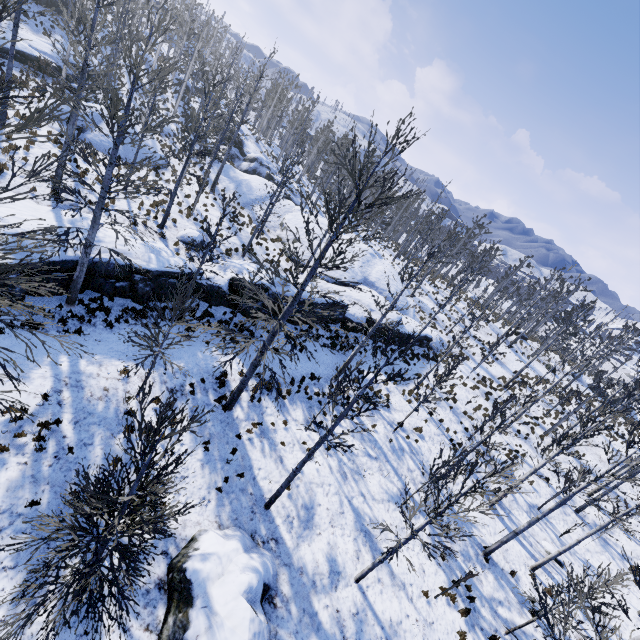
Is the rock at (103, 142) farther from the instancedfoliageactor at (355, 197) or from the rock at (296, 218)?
the rock at (296, 218)

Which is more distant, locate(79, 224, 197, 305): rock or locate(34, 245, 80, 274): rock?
locate(79, 224, 197, 305): rock

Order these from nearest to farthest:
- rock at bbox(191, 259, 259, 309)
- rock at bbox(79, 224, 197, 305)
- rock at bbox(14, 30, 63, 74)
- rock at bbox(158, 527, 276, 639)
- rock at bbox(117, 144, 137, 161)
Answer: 1. rock at bbox(158, 527, 276, 639)
2. rock at bbox(79, 224, 197, 305)
3. rock at bbox(191, 259, 259, 309)
4. rock at bbox(117, 144, 137, 161)
5. rock at bbox(14, 30, 63, 74)

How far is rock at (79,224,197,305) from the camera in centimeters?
1331cm

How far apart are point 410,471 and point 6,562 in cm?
1470

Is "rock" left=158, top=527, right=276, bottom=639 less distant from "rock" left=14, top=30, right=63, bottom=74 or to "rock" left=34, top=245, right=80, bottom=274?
"rock" left=34, top=245, right=80, bottom=274

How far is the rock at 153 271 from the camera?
13.31m
